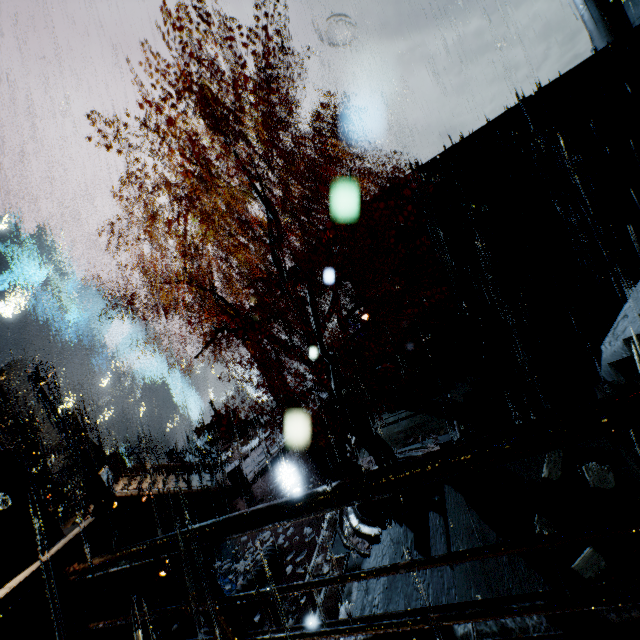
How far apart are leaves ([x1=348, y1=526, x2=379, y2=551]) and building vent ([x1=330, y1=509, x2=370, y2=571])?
0.0 meters

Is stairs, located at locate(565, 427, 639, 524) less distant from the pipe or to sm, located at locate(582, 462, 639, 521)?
sm, located at locate(582, 462, 639, 521)

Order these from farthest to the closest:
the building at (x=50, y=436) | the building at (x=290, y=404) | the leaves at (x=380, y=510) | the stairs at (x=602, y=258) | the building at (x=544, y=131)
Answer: the building at (x=50, y=436) → the building at (x=290, y=404) → the building at (x=544, y=131) → the leaves at (x=380, y=510) → the stairs at (x=602, y=258)

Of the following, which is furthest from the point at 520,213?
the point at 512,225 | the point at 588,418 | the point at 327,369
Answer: the point at 588,418

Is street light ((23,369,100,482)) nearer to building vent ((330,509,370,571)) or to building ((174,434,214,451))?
building ((174,434,214,451))

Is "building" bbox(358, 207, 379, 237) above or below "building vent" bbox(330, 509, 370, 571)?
above

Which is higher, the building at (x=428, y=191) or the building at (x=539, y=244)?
the building at (x=428, y=191)

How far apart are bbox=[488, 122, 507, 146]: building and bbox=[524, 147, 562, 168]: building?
0.44m
